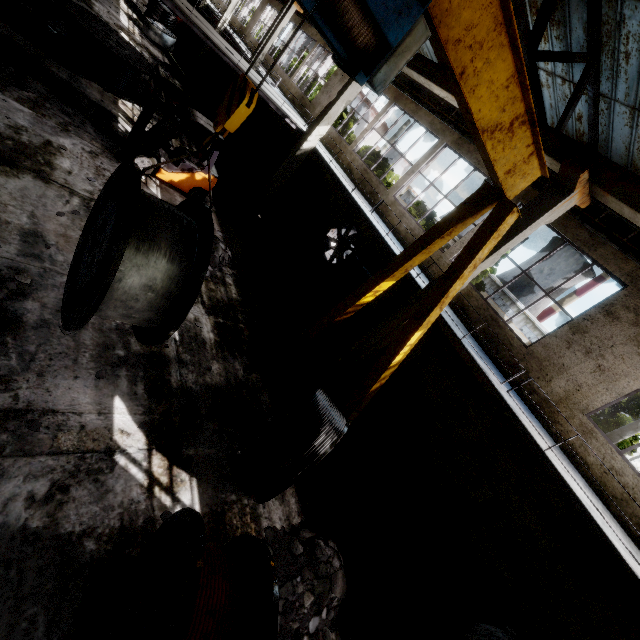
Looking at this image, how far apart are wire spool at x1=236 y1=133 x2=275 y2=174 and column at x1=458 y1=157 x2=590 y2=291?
13.58m

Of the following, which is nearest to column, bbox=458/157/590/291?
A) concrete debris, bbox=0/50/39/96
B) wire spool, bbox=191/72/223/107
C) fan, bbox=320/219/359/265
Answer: fan, bbox=320/219/359/265

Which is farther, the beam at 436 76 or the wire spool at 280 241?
the wire spool at 280 241

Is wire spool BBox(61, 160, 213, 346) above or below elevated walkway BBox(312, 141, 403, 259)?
below

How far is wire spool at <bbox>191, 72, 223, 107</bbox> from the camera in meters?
22.0

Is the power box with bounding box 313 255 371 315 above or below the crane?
below

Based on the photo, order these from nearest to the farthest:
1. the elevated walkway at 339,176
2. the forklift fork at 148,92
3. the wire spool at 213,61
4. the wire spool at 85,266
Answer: the wire spool at 85,266 < the forklift fork at 148,92 < the elevated walkway at 339,176 < the wire spool at 213,61

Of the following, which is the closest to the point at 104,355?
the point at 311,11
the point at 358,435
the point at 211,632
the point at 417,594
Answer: the point at 211,632
